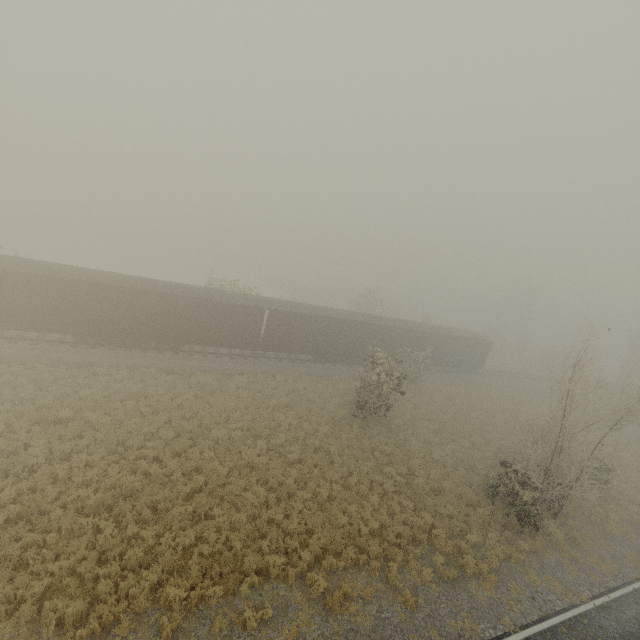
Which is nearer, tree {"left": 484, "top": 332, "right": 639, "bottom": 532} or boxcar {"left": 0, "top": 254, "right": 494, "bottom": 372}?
tree {"left": 484, "top": 332, "right": 639, "bottom": 532}

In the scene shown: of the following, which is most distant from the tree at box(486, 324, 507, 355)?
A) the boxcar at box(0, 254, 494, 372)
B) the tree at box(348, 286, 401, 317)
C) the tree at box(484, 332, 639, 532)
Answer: the tree at box(484, 332, 639, 532)

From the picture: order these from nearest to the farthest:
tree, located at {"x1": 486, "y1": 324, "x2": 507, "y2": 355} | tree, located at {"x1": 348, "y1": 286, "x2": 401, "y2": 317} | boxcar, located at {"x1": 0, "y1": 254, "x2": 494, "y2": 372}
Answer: boxcar, located at {"x1": 0, "y1": 254, "x2": 494, "y2": 372}, tree, located at {"x1": 348, "y1": 286, "x2": 401, "y2": 317}, tree, located at {"x1": 486, "y1": 324, "x2": 507, "y2": 355}

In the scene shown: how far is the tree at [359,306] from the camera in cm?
4357

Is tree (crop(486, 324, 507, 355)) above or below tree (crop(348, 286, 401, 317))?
below

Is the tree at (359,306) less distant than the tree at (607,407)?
No

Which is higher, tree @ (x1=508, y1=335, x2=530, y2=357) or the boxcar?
the boxcar

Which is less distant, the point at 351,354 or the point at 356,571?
the point at 356,571
